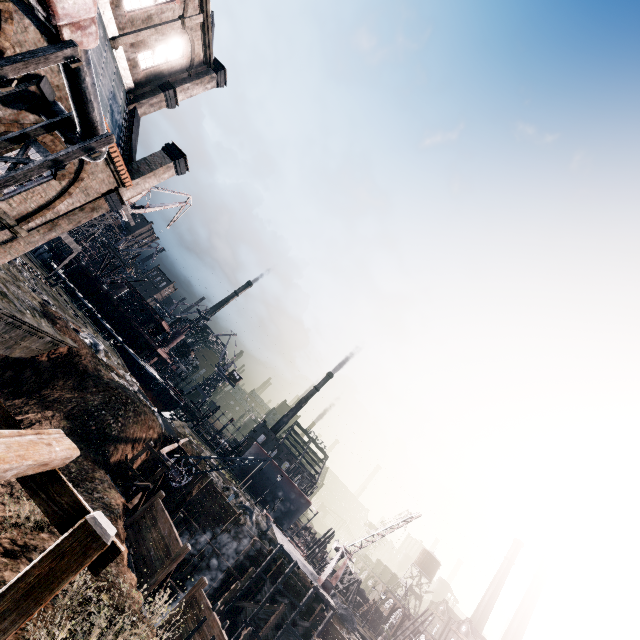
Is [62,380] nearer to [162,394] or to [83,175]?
[83,175]

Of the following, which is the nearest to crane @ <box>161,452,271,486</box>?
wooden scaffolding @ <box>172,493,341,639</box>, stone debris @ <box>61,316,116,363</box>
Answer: wooden scaffolding @ <box>172,493,341,639</box>

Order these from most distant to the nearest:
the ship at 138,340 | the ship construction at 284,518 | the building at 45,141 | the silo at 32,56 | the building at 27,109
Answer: the ship construction at 284,518, the ship at 138,340, the building at 45,141, the building at 27,109, the silo at 32,56

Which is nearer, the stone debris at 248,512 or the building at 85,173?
the building at 85,173

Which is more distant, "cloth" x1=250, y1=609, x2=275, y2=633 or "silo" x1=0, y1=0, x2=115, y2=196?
"cloth" x1=250, y1=609, x2=275, y2=633

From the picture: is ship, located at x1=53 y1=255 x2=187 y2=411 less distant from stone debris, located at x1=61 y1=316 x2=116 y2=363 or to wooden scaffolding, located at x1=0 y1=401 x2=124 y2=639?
stone debris, located at x1=61 y1=316 x2=116 y2=363

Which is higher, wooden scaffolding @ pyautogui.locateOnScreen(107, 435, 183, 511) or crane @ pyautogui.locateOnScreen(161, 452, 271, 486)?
crane @ pyautogui.locateOnScreen(161, 452, 271, 486)

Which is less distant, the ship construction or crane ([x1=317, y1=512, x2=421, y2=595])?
crane ([x1=317, y1=512, x2=421, y2=595])
